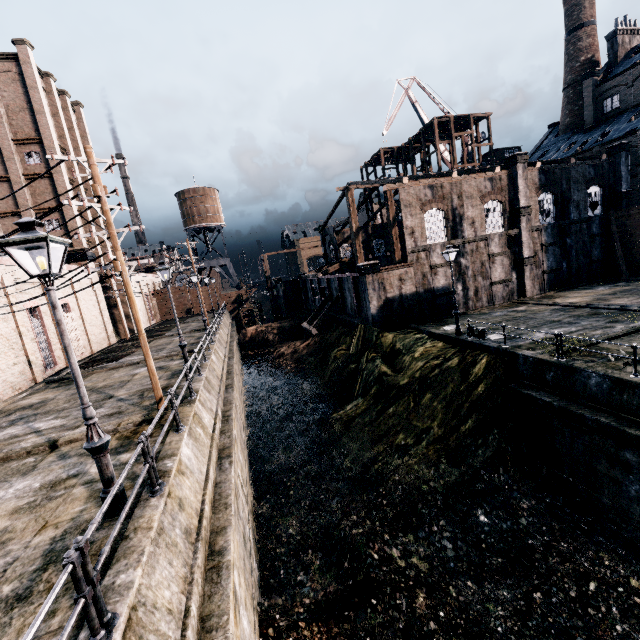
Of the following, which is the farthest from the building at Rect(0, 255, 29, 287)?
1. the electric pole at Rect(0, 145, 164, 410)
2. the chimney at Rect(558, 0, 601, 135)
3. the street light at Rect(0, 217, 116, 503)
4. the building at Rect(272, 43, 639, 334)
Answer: the chimney at Rect(558, 0, 601, 135)

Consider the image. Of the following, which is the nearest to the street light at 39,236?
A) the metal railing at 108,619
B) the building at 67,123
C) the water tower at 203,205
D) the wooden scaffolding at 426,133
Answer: the metal railing at 108,619

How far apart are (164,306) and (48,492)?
53.9m

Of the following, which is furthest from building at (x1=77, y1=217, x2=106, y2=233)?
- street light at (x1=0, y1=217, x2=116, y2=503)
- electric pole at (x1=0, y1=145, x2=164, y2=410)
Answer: street light at (x1=0, y1=217, x2=116, y2=503)

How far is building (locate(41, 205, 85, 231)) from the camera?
32.2m

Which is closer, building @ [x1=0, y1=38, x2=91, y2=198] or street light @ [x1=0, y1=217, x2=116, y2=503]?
street light @ [x1=0, y1=217, x2=116, y2=503]

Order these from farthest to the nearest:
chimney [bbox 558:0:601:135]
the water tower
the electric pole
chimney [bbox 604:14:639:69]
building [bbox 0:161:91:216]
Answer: the water tower → chimney [bbox 558:0:601:135] → chimney [bbox 604:14:639:69] → building [bbox 0:161:91:216] → the electric pole

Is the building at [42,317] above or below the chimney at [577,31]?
below
